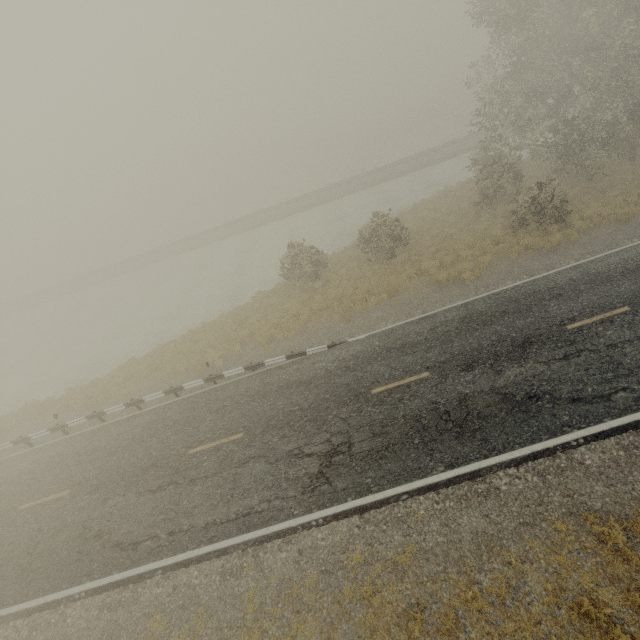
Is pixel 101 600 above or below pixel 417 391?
below
